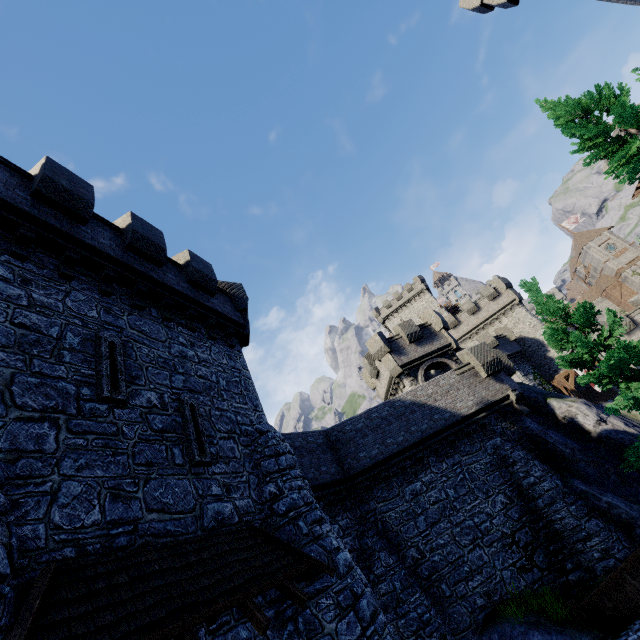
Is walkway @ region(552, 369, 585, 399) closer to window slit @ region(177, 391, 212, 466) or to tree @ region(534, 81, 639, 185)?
tree @ region(534, 81, 639, 185)

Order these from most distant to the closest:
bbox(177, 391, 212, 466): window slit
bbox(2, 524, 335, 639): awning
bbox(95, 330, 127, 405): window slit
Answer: bbox(177, 391, 212, 466): window slit < bbox(95, 330, 127, 405): window slit < bbox(2, 524, 335, 639): awning

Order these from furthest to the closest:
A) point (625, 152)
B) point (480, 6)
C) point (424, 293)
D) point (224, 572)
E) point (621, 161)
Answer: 1. point (424, 293)
2. point (480, 6)
3. point (621, 161)
4. point (625, 152)
5. point (224, 572)

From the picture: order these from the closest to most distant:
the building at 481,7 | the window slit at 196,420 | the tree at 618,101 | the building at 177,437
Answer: the building at 177,437, the window slit at 196,420, the tree at 618,101, the building at 481,7

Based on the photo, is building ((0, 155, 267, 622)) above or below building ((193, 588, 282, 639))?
above

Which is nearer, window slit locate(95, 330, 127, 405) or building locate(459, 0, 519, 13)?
window slit locate(95, 330, 127, 405)

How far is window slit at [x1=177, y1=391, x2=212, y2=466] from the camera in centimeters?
788cm

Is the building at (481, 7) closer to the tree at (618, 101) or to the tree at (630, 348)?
the tree at (618, 101)
